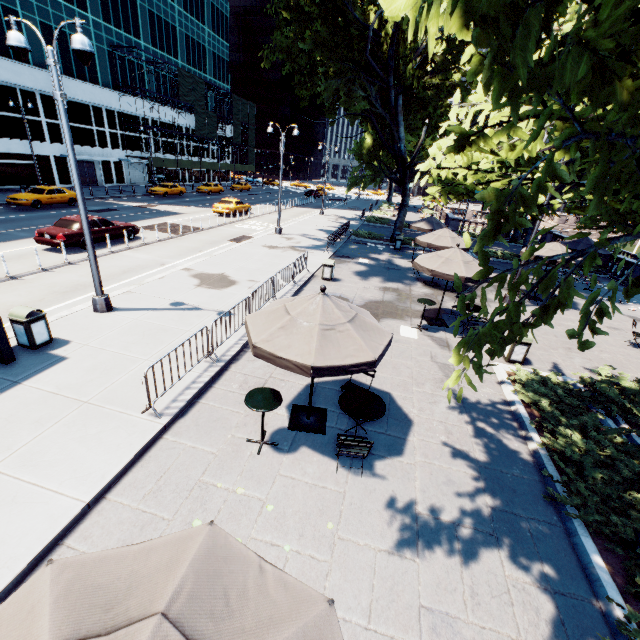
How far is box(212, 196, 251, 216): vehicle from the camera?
30.02m

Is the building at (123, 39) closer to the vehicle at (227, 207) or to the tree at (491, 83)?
the vehicle at (227, 207)

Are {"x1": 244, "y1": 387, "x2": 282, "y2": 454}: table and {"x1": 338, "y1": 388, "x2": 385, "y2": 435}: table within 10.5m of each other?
yes

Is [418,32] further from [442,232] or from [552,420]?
[552,420]

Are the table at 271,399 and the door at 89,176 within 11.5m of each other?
no

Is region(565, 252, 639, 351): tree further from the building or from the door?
the door

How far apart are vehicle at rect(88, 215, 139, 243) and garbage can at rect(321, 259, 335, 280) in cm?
1201

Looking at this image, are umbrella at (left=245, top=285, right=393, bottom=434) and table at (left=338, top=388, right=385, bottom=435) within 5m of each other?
yes
